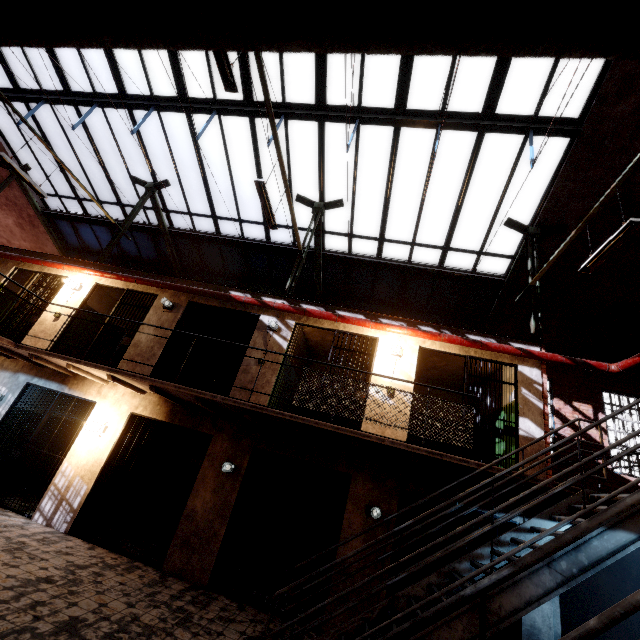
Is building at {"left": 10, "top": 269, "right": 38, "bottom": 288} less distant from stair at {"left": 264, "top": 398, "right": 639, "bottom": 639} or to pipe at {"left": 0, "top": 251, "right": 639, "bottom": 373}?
pipe at {"left": 0, "top": 251, "right": 639, "bottom": 373}

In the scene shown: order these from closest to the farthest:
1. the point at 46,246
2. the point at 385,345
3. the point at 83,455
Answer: the point at 83,455, the point at 385,345, the point at 46,246

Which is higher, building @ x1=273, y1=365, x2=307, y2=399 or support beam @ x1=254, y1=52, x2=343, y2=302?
support beam @ x1=254, y1=52, x2=343, y2=302

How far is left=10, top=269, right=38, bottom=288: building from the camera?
9.9 meters

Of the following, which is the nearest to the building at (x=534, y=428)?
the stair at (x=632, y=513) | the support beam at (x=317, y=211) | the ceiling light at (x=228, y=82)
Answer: the support beam at (x=317, y=211)

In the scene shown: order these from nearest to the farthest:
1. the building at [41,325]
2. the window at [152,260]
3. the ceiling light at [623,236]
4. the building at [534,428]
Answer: the ceiling light at [623,236]
the building at [534,428]
the building at [41,325]
the window at [152,260]

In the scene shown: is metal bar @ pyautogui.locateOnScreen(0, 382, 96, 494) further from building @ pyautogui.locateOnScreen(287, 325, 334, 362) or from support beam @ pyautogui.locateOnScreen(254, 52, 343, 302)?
support beam @ pyautogui.locateOnScreen(254, 52, 343, 302)

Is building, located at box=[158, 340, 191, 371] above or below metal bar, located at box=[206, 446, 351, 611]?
above
